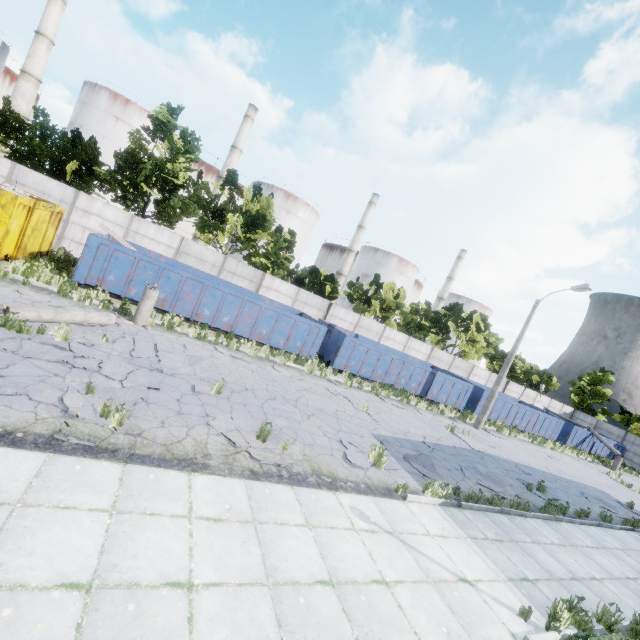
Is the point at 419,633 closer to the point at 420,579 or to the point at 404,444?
the point at 420,579

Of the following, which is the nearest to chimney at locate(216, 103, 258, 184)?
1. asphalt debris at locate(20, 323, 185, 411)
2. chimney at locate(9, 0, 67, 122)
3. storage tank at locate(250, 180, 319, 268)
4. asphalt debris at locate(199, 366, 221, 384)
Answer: storage tank at locate(250, 180, 319, 268)

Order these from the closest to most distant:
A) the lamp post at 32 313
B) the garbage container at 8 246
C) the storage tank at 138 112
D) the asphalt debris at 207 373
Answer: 1. the lamp post at 32 313
2. the asphalt debris at 207 373
3. the garbage container at 8 246
4. the storage tank at 138 112

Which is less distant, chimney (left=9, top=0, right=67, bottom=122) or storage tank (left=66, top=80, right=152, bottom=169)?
chimney (left=9, top=0, right=67, bottom=122)

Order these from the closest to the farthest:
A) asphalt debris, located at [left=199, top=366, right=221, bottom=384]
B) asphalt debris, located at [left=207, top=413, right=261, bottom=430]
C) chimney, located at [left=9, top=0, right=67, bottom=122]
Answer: asphalt debris, located at [left=207, top=413, right=261, bottom=430]
asphalt debris, located at [left=199, top=366, right=221, bottom=384]
chimney, located at [left=9, top=0, right=67, bottom=122]

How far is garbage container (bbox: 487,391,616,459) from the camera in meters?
25.5

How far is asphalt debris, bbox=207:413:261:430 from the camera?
7.33m

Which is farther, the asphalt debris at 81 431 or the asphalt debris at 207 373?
the asphalt debris at 207 373
